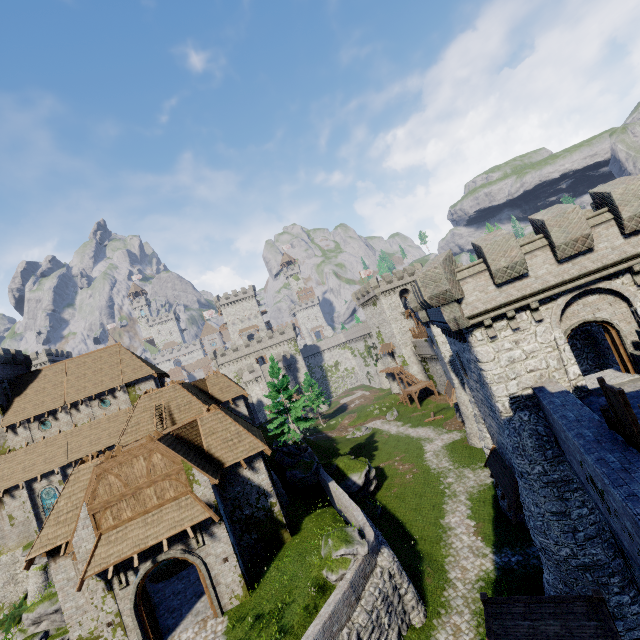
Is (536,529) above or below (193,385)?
below

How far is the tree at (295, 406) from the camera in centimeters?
3023cm

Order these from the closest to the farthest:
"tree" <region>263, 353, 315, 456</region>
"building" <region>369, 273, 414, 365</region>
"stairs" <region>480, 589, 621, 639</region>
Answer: "stairs" <region>480, 589, 621, 639</region> < "tree" <region>263, 353, 315, 456</region> < "building" <region>369, 273, 414, 365</region>

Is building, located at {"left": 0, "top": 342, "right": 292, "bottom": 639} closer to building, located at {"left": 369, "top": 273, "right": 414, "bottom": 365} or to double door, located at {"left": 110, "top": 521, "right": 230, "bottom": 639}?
double door, located at {"left": 110, "top": 521, "right": 230, "bottom": 639}

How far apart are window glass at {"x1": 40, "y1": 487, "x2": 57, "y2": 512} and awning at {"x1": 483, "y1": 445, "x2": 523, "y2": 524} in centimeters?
3912cm

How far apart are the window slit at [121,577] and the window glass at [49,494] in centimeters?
2406cm

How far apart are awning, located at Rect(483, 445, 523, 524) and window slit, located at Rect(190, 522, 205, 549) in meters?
15.6

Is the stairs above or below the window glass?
below
